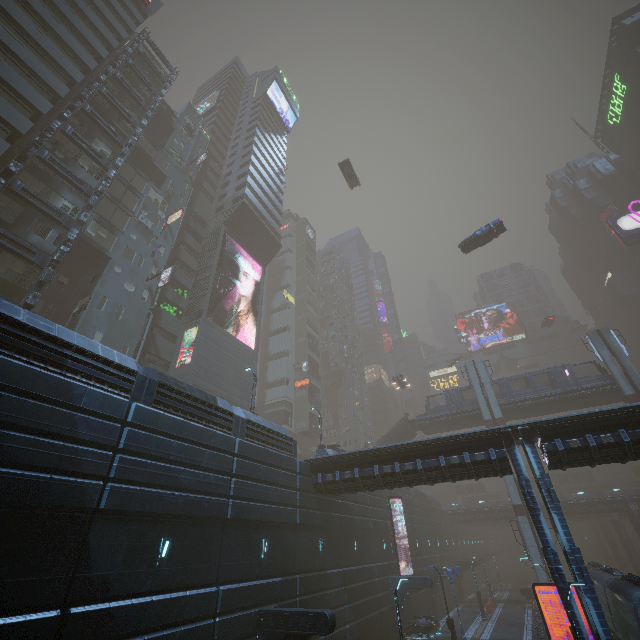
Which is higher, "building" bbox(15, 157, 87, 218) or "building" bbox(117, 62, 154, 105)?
"building" bbox(117, 62, 154, 105)

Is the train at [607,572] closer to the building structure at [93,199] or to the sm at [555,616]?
the sm at [555,616]

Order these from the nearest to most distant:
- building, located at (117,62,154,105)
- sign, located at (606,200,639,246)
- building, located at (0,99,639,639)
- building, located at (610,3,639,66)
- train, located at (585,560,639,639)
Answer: building, located at (0,99,639,639)
train, located at (585,560,639,639)
building, located at (117,62,154,105)
sign, located at (606,200,639,246)
building, located at (610,3,639,66)

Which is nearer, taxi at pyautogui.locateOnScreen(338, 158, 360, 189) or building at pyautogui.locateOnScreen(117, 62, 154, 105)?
building at pyautogui.locateOnScreen(117, 62, 154, 105)

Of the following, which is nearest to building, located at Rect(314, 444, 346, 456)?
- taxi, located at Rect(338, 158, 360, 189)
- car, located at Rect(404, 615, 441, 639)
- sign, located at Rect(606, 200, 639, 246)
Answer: sign, located at Rect(606, 200, 639, 246)

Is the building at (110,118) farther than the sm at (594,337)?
No

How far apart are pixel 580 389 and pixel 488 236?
21.53m
